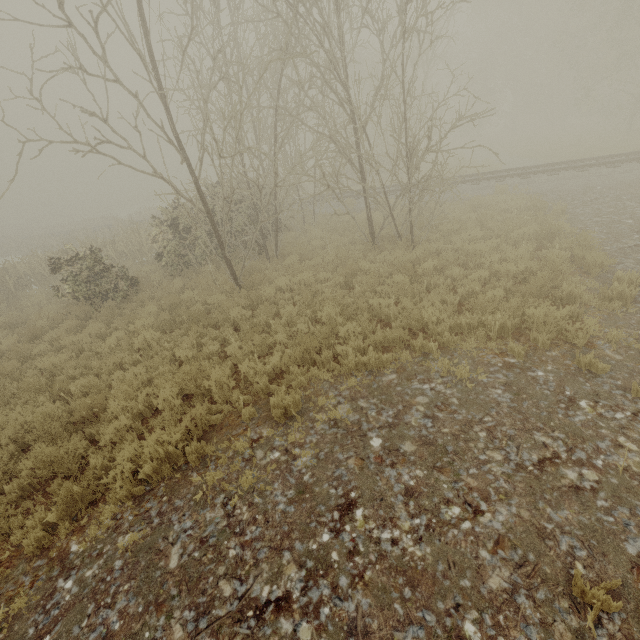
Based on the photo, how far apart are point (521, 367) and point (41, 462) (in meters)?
8.02
